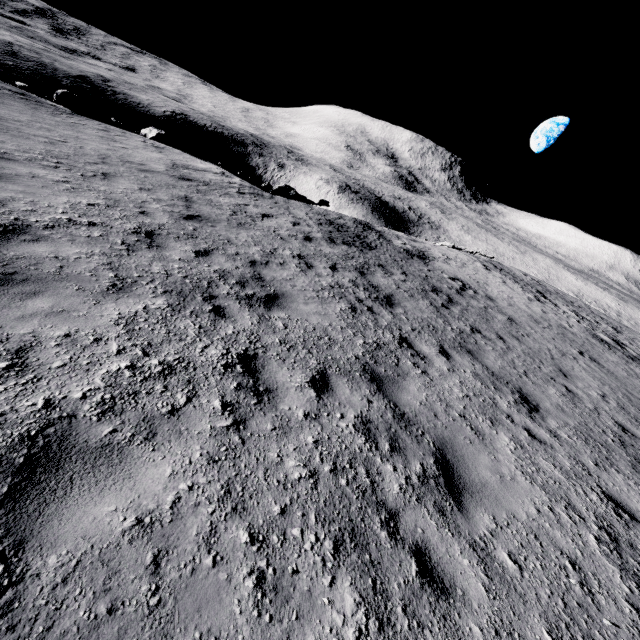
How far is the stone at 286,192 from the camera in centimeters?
2164cm

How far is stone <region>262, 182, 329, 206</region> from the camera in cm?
2164

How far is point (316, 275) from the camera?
8.6 meters
